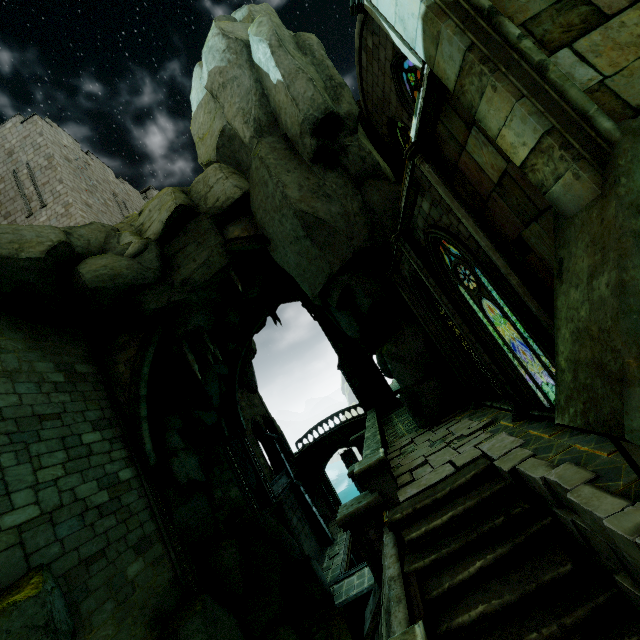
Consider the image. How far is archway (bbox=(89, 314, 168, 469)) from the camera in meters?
13.9

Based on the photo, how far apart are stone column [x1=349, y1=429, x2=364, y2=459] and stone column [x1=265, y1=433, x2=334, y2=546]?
12.82m

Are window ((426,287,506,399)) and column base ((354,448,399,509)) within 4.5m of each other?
yes

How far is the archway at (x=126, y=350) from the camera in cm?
1395

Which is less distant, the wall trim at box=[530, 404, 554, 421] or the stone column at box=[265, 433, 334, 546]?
the wall trim at box=[530, 404, 554, 421]

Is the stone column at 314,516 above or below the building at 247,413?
below

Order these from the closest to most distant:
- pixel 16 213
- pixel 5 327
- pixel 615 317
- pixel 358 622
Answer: pixel 615 317, pixel 5 327, pixel 358 622, pixel 16 213

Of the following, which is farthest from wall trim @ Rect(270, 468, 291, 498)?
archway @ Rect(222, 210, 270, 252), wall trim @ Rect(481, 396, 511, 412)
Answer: archway @ Rect(222, 210, 270, 252)
